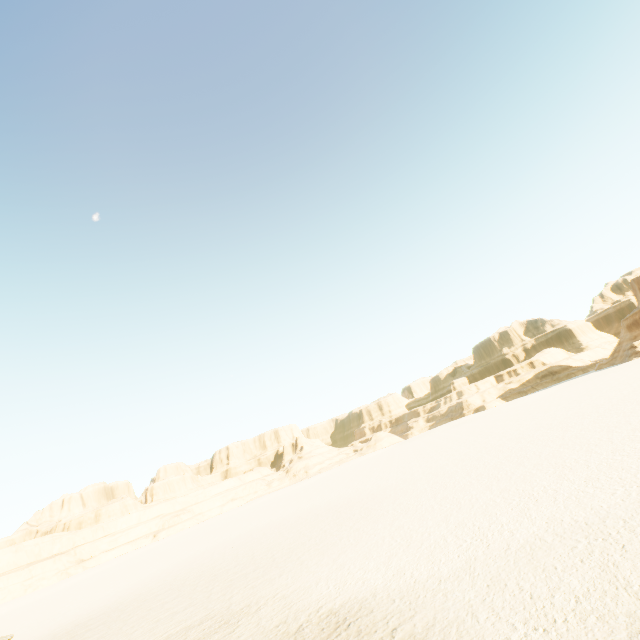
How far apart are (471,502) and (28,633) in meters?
35.6
